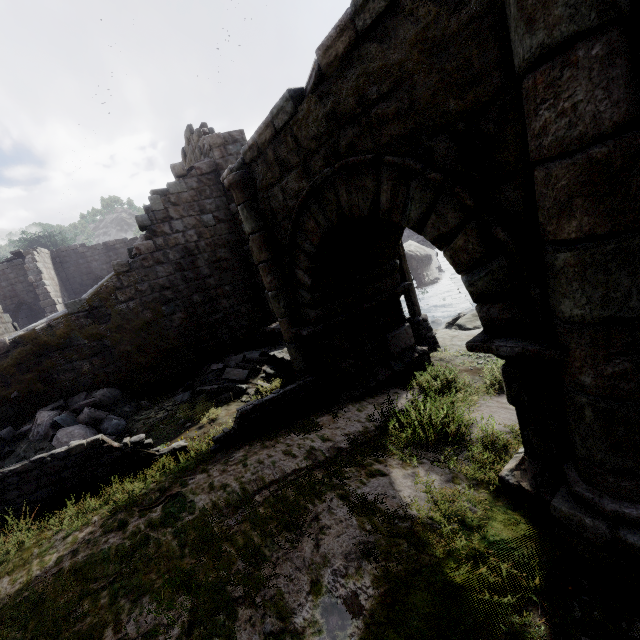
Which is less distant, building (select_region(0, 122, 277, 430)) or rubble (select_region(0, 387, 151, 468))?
rubble (select_region(0, 387, 151, 468))

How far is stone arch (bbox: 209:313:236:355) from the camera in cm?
1116

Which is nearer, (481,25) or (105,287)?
(481,25)

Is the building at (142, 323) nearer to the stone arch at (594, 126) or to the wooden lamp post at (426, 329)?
the stone arch at (594, 126)

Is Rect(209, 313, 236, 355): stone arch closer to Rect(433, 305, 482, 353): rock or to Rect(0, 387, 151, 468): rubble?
Rect(0, 387, 151, 468): rubble

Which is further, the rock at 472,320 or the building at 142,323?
the rock at 472,320

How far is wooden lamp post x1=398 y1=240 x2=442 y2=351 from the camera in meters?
10.0 m

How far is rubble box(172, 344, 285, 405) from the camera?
8.9 meters
